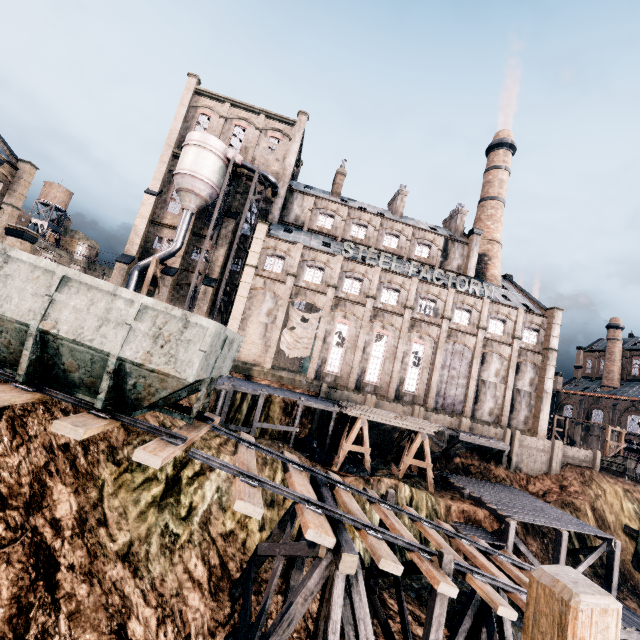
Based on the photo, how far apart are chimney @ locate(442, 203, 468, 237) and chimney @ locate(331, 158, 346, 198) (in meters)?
16.84

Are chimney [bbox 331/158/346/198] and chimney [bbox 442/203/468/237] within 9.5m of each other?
no

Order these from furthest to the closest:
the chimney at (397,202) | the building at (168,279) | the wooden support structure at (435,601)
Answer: the chimney at (397,202) → the building at (168,279) → the wooden support structure at (435,601)

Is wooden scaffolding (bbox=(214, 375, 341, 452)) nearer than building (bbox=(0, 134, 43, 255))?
Yes

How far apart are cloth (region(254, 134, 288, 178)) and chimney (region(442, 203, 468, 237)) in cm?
2539

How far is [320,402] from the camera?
26.59m

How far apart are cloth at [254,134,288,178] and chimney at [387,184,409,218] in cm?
1616

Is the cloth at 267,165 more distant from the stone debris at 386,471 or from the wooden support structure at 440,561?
the wooden support structure at 440,561
